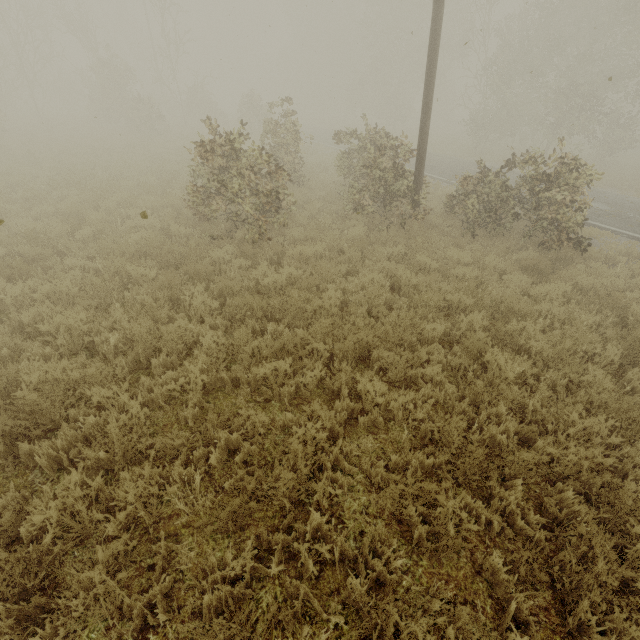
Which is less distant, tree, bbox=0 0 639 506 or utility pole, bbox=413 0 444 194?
tree, bbox=0 0 639 506

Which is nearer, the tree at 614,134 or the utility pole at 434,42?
the tree at 614,134

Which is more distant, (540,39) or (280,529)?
(540,39)
